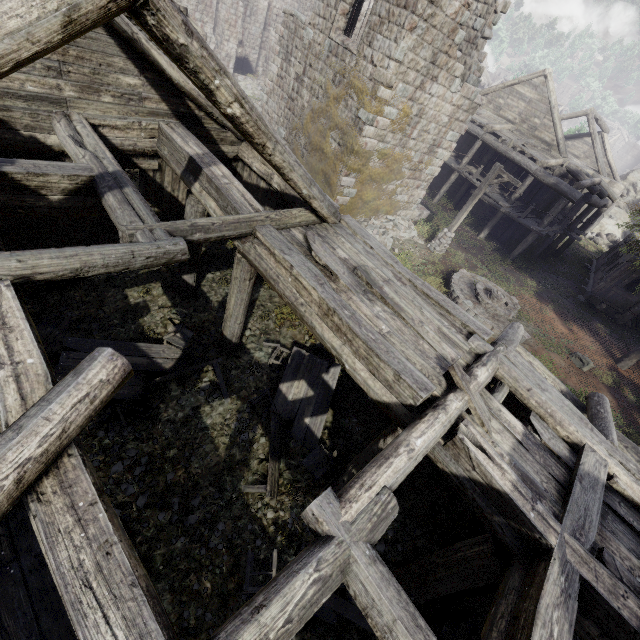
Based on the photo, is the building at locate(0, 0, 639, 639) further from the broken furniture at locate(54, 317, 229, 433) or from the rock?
the broken furniture at locate(54, 317, 229, 433)

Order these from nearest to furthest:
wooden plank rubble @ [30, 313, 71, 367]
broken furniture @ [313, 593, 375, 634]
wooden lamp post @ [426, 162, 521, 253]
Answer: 1. broken furniture @ [313, 593, 375, 634]
2. wooden plank rubble @ [30, 313, 71, 367]
3. wooden lamp post @ [426, 162, 521, 253]

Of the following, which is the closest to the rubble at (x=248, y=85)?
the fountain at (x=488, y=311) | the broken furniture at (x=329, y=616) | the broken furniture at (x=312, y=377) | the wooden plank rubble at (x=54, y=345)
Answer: the fountain at (x=488, y=311)

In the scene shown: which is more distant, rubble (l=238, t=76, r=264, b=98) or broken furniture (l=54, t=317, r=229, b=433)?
rubble (l=238, t=76, r=264, b=98)

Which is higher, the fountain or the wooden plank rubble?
the fountain

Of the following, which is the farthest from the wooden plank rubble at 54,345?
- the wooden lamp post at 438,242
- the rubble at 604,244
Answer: the rubble at 604,244

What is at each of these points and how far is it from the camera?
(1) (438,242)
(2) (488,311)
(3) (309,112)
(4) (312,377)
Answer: (1) wooden lamp post, 17.0m
(2) fountain, 14.0m
(3) building, 14.7m
(4) broken furniture, 8.6m

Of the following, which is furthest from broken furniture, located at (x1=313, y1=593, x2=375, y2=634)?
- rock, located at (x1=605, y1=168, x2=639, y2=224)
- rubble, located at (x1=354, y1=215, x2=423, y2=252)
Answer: rock, located at (x1=605, y1=168, x2=639, y2=224)
